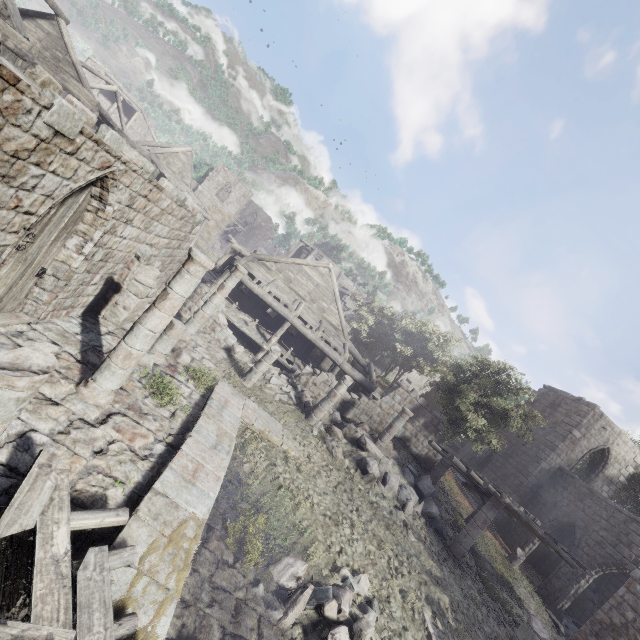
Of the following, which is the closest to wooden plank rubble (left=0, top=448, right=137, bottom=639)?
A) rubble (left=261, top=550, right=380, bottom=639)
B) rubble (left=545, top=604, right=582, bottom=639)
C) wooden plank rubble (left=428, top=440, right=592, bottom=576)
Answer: rubble (left=261, top=550, right=380, bottom=639)

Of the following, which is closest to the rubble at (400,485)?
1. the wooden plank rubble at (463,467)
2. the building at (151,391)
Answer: the building at (151,391)

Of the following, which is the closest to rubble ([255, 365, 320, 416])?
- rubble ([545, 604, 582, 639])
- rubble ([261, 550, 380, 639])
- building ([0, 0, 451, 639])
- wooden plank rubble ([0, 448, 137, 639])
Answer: building ([0, 0, 451, 639])

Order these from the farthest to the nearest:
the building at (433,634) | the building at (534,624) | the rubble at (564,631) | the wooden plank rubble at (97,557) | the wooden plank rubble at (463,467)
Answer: the rubble at (564,631) → the wooden plank rubble at (463,467) → the building at (534,624) → the building at (433,634) → the wooden plank rubble at (97,557)

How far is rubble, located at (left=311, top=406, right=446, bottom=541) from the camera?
12.7m

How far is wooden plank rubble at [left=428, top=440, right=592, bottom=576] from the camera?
12.2m

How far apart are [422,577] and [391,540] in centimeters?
130cm
